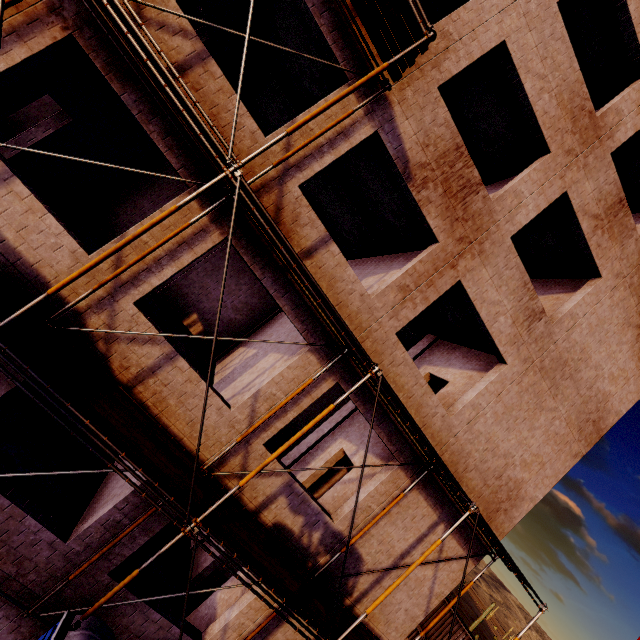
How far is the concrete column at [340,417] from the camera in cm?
1170

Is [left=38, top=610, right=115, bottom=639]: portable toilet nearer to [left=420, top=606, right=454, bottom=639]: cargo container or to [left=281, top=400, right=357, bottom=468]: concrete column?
[left=281, top=400, right=357, bottom=468]: concrete column

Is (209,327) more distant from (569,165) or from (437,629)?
(437,629)

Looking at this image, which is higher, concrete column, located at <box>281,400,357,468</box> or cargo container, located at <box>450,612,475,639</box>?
concrete column, located at <box>281,400,357,468</box>

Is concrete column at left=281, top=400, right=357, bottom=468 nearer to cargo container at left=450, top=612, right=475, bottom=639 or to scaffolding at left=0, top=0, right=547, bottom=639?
scaffolding at left=0, top=0, right=547, bottom=639

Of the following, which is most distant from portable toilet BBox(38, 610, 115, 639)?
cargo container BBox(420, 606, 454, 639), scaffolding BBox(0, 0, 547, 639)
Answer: cargo container BBox(420, 606, 454, 639)

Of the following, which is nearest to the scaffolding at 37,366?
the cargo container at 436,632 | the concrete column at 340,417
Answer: the concrete column at 340,417

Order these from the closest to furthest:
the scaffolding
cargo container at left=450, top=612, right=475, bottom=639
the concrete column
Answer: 1. the scaffolding
2. the concrete column
3. cargo container at left=450, top=612, right=475, bottom=639
